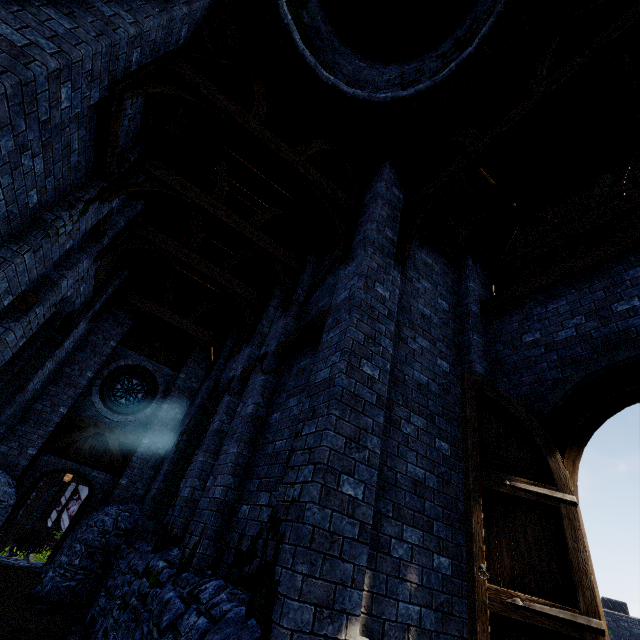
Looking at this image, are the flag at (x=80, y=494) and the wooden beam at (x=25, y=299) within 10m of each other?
no

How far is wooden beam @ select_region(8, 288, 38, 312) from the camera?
5.79m

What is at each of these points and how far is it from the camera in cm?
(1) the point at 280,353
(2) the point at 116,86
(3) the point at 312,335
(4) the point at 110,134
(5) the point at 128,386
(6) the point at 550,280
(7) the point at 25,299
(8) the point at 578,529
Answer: (1) wooden beam, 670
(2) building, 459
(3) wooden beam, 589
(4) wooden beam, 548
(5) window glass, 1347
(6) wooden beam, 597
(7) wooden beam, 607
(8) double door, 384

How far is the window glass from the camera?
13.09m

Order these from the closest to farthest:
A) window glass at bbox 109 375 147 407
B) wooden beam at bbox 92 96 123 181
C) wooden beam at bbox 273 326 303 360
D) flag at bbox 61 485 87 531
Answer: wooden beam at bbox 92 96 123 181
wooden beam at bbox 273 326 303 360
window glass at bbox 109 375 147 407
flag at bbox 61 485 87 531

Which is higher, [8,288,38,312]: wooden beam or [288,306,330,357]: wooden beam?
[288,306,330,357]: wooden beam

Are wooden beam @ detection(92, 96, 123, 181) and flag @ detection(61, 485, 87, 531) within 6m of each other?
no

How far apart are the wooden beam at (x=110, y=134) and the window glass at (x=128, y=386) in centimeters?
974cm
